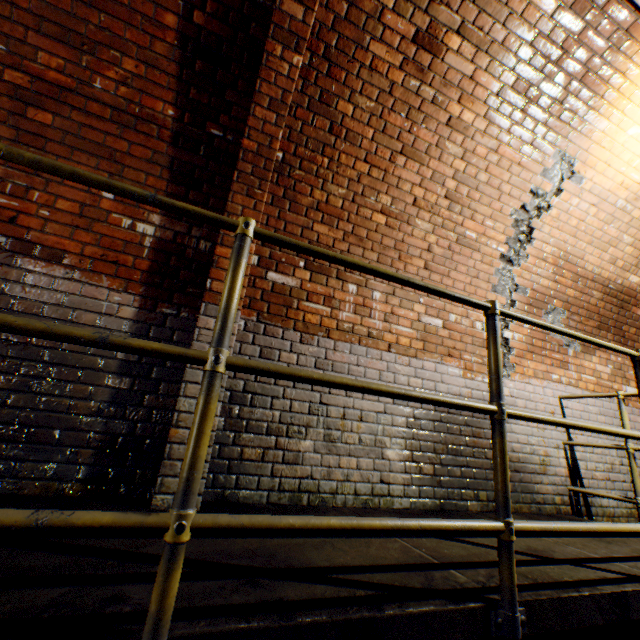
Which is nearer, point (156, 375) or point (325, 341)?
point (156, 375)

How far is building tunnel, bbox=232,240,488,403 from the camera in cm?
260

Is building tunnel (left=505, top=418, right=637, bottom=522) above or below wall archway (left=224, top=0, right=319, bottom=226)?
below

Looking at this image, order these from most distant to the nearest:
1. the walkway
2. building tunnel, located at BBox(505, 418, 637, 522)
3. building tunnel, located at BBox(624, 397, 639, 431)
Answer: building tunnel, located at BBox(624, 397, 639, 431) → building tunnel, located at BBox(505, 418, 637, 522) → the walkway

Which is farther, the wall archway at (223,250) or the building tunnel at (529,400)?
the building tunnel at (529,400)

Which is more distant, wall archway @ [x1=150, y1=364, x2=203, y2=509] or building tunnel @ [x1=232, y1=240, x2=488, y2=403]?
building tunnel @ [x1=232, y1=240, x2=488, y2=403]

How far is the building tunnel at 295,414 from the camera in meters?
2.3

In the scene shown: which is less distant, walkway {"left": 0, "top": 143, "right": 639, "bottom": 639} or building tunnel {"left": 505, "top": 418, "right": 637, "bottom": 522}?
walkway {"left": 0, "top": 143, "right": 639, "bottom": 639}
